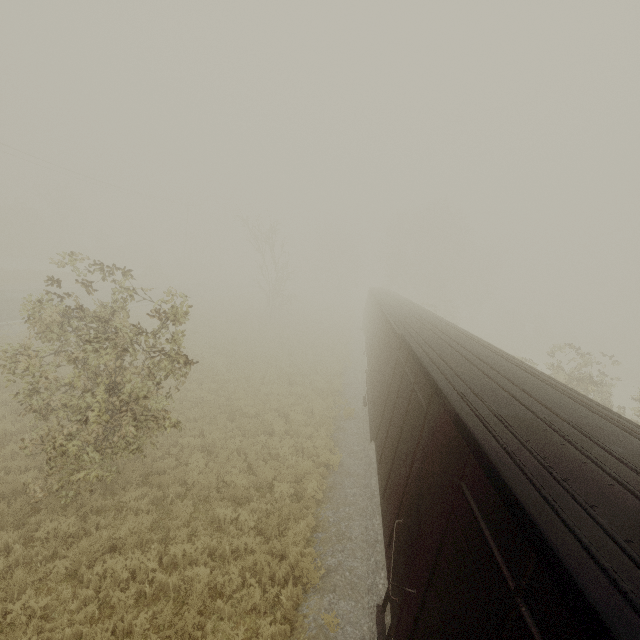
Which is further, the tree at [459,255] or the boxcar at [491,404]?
the tree at [459,255]

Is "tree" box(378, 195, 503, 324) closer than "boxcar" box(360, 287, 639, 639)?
No

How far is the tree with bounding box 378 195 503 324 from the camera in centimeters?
4566cm

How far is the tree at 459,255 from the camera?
45.66m

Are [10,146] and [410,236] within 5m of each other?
no
